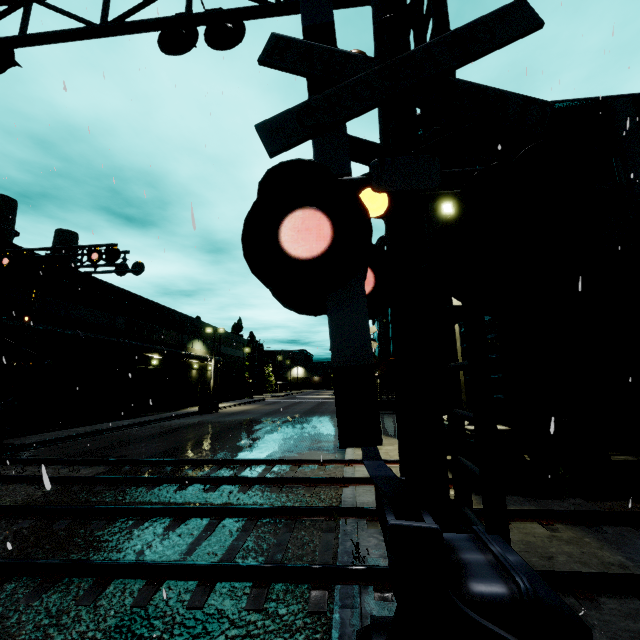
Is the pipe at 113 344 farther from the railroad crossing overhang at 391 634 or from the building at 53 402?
the railroad crossing overhang at 391 634

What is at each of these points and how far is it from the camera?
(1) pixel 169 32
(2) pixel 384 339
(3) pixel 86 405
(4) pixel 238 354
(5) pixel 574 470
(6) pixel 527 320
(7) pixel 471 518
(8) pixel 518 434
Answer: (1) railroad crossing overhang, 5.3 meters
(2) vent duct, 27.7 meters
(3) electrical box, 23.5 meters
(4) building, 56.6 meters
(5) bogie, 7.7 meters
(6) cargo car, 8.1 meters
(7) railroad crossing overhang, 3.0 meters
(8) flatcar, 7.7 meters

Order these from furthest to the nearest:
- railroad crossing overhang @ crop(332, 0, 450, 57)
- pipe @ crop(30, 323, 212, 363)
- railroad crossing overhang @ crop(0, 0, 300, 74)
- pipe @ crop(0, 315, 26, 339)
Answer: pipe @ crop(30, 323, 212, 363) → pipe @ crop(0, 315, 26, 339) → railroad crossing overhang @ crop(0, 0, 300, 74) → railroad crossing overhang @ crop(332, 0, 450, 57)

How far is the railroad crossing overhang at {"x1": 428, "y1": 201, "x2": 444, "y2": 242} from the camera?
3.7m

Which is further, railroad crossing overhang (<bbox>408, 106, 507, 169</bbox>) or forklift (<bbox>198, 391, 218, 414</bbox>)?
forklift (<bbox>198, 391, 218, 414</bbox>)

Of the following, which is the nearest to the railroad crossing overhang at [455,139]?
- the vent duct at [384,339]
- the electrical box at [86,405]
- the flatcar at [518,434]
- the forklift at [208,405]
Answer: the flatcar at [518,434]

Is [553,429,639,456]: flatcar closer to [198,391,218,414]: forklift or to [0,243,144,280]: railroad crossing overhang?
[0,243,144,280]: railroad crossing overhang

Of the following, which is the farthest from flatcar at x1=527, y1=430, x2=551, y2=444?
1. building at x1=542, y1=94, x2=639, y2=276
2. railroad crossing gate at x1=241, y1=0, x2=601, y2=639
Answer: railroad crossing gate at x1=241, y1=0, x2=601, y2=639
